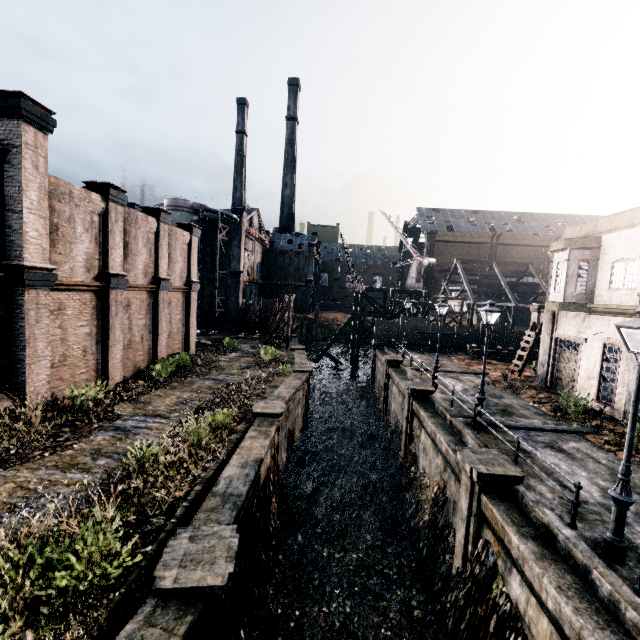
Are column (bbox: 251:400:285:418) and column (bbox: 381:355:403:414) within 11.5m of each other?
no

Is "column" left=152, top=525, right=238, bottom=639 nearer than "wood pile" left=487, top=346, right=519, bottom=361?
Yes

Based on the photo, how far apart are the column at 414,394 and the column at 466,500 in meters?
7.2

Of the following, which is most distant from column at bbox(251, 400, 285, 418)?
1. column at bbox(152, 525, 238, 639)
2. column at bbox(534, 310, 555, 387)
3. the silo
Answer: the silo

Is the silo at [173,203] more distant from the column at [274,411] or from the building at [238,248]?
the column at [274,411]

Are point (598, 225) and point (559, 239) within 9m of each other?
yes

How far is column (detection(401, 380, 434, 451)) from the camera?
19.0m

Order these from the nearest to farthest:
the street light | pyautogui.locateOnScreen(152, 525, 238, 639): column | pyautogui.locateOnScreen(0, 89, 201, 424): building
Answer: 1. pyautogui.locateOnScreen(152, 525, 238, 639): column
2. the street light
3. pyautogui.locateOnScreen(0, 89, 201, 424): building
